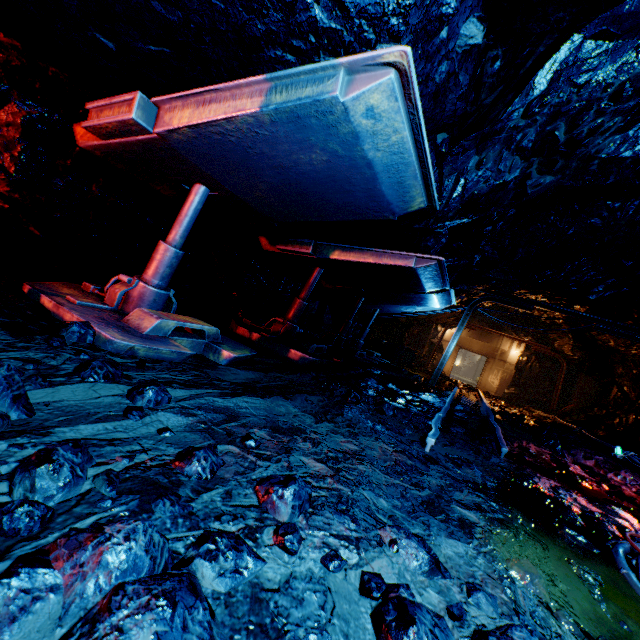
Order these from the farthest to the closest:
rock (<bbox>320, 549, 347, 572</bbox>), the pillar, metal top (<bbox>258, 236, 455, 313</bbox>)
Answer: the pillar < metal top (<bbox>258, 236, 455, 313</bbox>) < rock (<bbox>320, 549, 347, 572</bbox>)

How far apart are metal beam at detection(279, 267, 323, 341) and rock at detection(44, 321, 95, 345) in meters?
3.7 m

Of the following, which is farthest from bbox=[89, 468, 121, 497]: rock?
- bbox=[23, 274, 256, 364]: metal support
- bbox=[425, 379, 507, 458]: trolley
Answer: bbox=[23, 274, 256, 364]: metal support

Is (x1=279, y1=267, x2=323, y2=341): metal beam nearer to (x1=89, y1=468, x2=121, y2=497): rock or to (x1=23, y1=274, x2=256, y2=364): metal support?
(x1=89, y1=468, x2=121, y2=497): rock

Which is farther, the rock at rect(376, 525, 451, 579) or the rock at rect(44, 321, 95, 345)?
the rock at rect(44, 321, 95, 345)

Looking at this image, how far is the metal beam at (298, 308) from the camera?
5.93m

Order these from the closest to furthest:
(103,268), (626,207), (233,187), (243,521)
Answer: (243,521) → (233,187) → (103,268) → (626,207)

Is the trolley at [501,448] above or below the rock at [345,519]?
above
